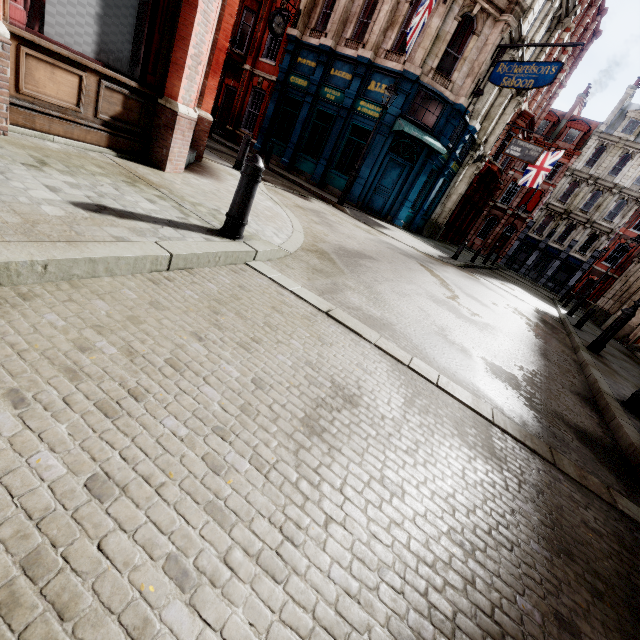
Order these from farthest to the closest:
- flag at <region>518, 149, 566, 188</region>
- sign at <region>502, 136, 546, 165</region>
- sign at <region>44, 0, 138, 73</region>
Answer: flag at <region>518, 149, 566, 188</region> < sign at <region>502, 136, 546, 165</region> < sign at <region>44, 0, 138, 73</region>

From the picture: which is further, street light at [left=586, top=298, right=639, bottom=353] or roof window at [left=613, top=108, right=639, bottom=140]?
roof window at [left=613, top=108, right=639, bottom=140]

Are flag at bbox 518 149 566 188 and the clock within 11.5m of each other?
no

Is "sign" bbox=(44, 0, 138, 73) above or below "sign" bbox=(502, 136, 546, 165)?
below

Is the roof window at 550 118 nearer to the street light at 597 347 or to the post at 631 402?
the street light at 597 347

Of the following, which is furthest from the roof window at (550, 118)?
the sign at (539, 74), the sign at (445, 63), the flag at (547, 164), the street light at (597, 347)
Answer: the street light at (597, 347)

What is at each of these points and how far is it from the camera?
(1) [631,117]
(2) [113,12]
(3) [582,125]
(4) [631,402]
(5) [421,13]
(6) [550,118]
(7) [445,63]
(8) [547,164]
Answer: (1) roof window, 34.2m
(2) sign, 4.1m
(3) roof window, 36.4m
(4) post, 5.3m
(5) flag, 11.1m
(6) roof window, 37.8m
(7) sign, 14.6m
(8) flag, 25.1m

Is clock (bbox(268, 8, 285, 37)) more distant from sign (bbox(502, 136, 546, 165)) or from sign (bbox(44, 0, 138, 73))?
sign (bbox(44, 0, 138, 73))
